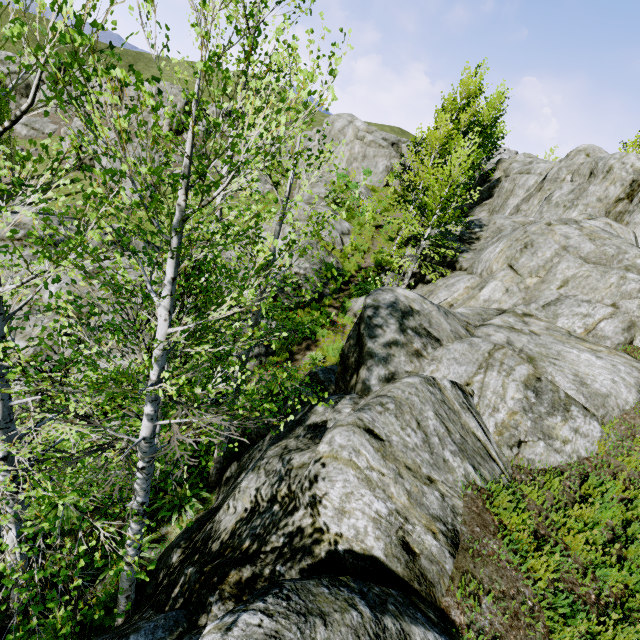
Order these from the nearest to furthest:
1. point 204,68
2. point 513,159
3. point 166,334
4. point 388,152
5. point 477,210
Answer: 1. point 204,68
2. point 166,334
3. point 477,210
4. point 513,159
5. point 388,152

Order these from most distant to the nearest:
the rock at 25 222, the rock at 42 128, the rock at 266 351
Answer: the rock at 42 128 < the rock at 25 222 < the rock at 266 351

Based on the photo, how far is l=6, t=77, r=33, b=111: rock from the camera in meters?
50.2

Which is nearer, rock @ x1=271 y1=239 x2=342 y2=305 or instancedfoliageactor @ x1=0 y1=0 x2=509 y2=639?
instancedfoliageactor @ x1=0 y1=0 x2=509 y2=639

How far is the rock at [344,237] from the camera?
18.98m

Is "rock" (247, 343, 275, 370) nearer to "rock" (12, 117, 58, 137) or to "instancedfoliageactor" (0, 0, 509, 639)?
"instancedfoliageactor" (0, 0, 509, 639)

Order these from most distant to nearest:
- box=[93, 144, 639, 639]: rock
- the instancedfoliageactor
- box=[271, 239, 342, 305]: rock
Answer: box=[271, 239, 342, 305]: rock
box=[93, 144, 639, 639]: rock
the instancedfoliageactor
